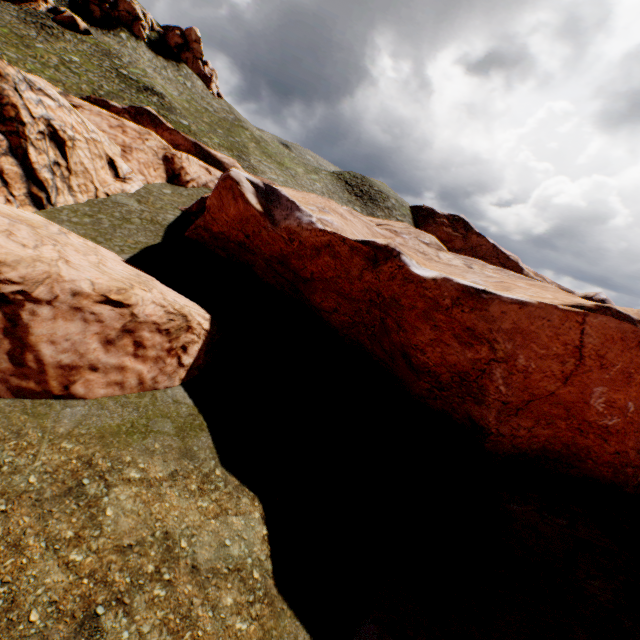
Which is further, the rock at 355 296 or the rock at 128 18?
the rock at 128 18

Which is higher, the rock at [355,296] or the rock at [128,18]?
the rock at [128,18]

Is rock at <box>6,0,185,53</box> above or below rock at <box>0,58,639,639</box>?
above

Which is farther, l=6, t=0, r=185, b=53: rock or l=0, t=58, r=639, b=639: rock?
l=6, t=0, r=185, b=53: rock

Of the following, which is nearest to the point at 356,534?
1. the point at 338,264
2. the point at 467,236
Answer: the point at 338,264
